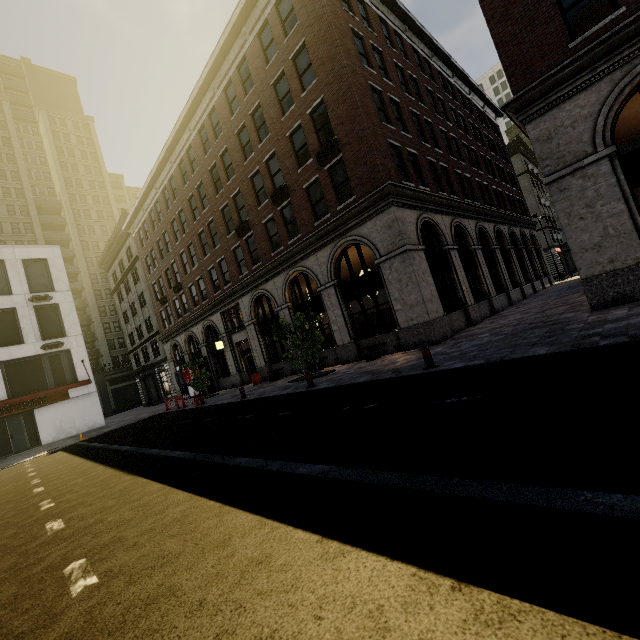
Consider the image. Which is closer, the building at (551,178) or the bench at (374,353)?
the building at (551,178)

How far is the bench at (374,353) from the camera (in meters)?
14.67

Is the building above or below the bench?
above

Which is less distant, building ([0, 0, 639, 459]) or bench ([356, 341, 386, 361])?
building ([0, 0, 639, 459])

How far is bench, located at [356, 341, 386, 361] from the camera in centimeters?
1467cm

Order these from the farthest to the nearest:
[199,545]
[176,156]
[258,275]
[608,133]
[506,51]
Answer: [176,156], [258,275], [506,51], [608,133], [199,545]
